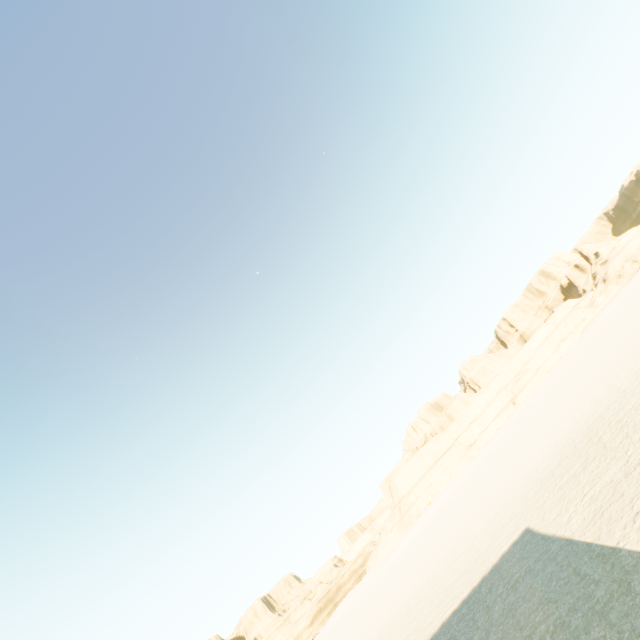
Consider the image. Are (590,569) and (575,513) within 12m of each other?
yes
